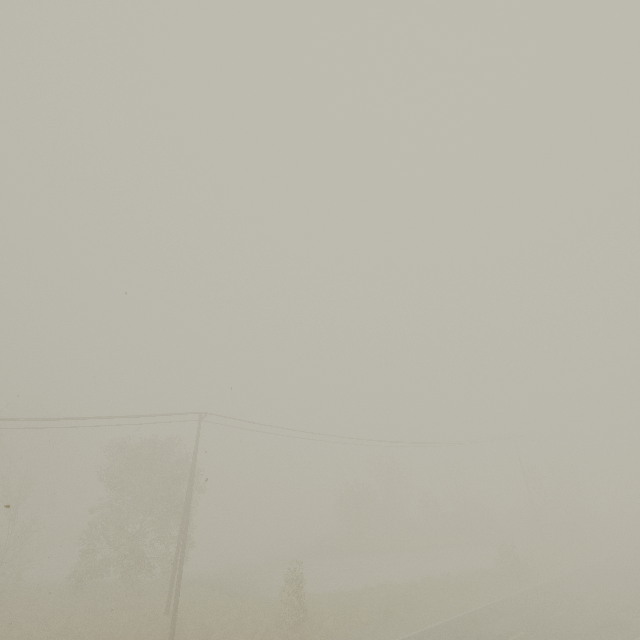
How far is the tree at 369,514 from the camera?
39.2 meters

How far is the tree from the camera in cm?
3919

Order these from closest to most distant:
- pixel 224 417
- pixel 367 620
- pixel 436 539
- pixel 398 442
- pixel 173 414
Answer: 1. pixel 367 620
2. pixel 173 414
3. pixel 224 417
4. pixel 398 442
5. pixel 436 539
